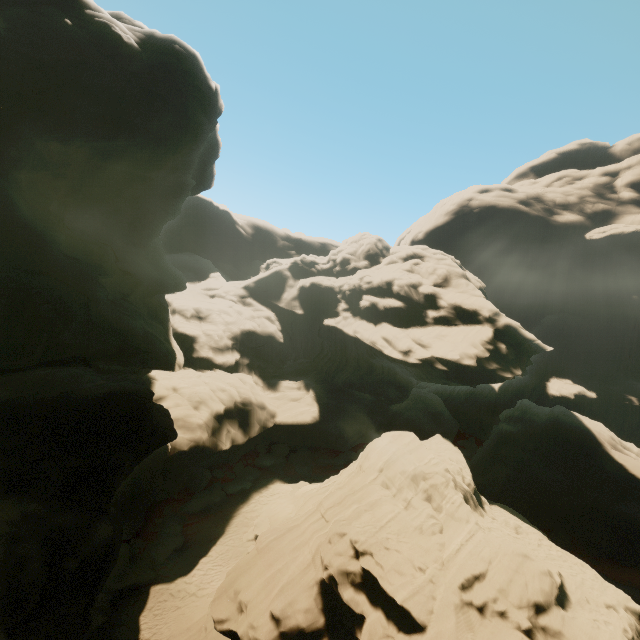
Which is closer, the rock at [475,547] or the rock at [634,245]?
the rock at [475,547]

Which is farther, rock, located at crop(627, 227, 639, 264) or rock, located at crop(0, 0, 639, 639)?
rock, located at crop(627, 227, 639, 264)

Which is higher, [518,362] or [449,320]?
[449,320]

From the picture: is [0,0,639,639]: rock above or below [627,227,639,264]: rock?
below

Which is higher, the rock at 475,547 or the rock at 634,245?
the rock at 634,245
